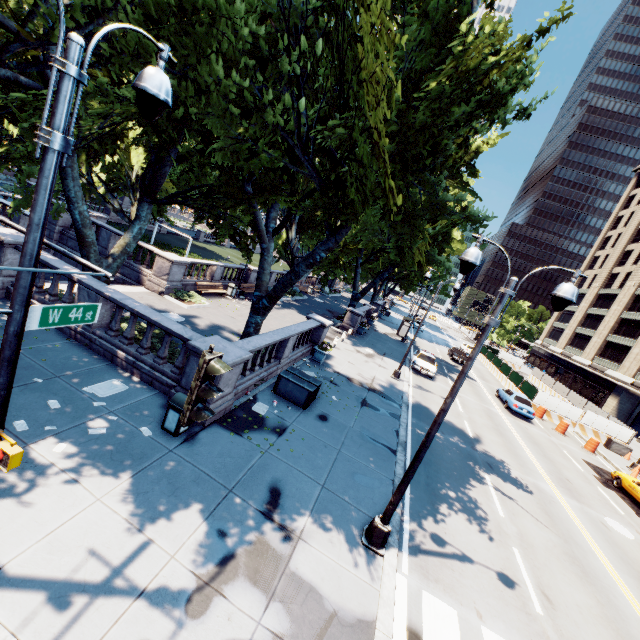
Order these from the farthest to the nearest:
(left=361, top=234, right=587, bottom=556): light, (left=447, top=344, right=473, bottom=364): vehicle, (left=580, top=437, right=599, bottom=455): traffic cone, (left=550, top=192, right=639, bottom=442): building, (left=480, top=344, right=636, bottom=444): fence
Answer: (left=550, top=192, right=639, bottom=442): building
(left=447, top=344, right=473, bottom=364): vehicle
(left=480, top=344, right=636, bottom=444): fence
(left=580, top=437, right=599, bottom=455): traffic cone
(left=361, top=234, right=587, bottom=556): light

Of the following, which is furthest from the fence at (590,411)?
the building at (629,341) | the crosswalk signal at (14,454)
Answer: the crosswalk signal at (14,454)

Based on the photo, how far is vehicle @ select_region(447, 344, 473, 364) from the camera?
37.65m

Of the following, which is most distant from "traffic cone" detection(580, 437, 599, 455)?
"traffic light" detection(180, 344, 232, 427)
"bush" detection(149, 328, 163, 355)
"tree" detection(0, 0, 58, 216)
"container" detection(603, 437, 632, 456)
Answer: "traffic light" detection(180, 344, 232, 427)

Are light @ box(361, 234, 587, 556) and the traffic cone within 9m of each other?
no

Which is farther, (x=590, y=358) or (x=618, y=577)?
(x=590, y=358)

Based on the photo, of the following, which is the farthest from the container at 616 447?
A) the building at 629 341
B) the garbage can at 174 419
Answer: the garbage can at 174 419

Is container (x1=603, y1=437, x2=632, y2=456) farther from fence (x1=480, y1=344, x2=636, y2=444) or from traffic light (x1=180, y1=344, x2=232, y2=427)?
traffic light (x1=180, y1=344, x2=232, y2=427)
